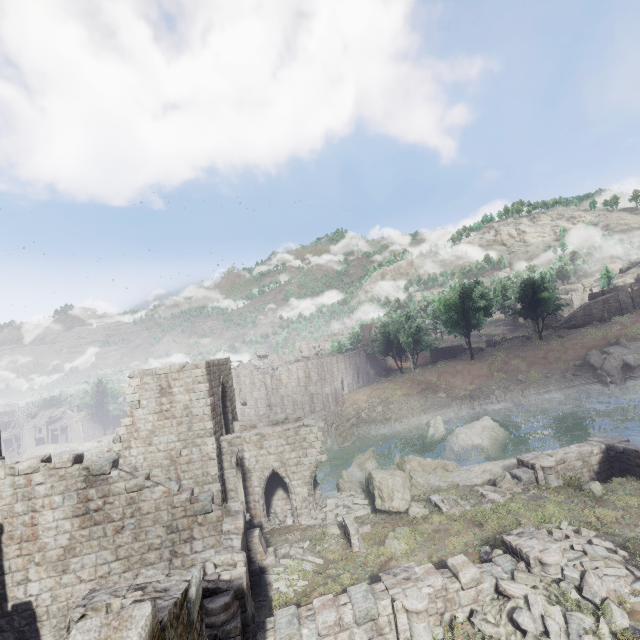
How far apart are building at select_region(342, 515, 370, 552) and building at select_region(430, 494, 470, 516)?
3.2 meters

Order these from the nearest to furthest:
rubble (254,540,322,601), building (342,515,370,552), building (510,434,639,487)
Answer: rubble (254,540,322,601) < building (342,515,370,552) < building (510,434,639,487)

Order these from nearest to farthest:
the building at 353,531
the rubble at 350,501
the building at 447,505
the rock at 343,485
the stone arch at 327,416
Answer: the building at 353,531
the building at 447,505
the rubble at 350,501
the rock at 343,485
the stone arch at 327,416

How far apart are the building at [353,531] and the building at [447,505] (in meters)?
3.20

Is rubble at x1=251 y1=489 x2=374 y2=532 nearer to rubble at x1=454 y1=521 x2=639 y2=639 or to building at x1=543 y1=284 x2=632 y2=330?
rubble at x1=454 y1=521 x2=639 y2=639

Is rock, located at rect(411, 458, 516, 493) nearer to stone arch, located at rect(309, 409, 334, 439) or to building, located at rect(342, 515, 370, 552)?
building, located at rect(342, 515, 370, 552)

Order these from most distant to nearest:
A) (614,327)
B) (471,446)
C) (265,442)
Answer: (614,327), (471,446), (265,442)

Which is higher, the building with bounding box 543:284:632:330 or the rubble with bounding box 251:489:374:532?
the building with bounding box 543:284:632:330
